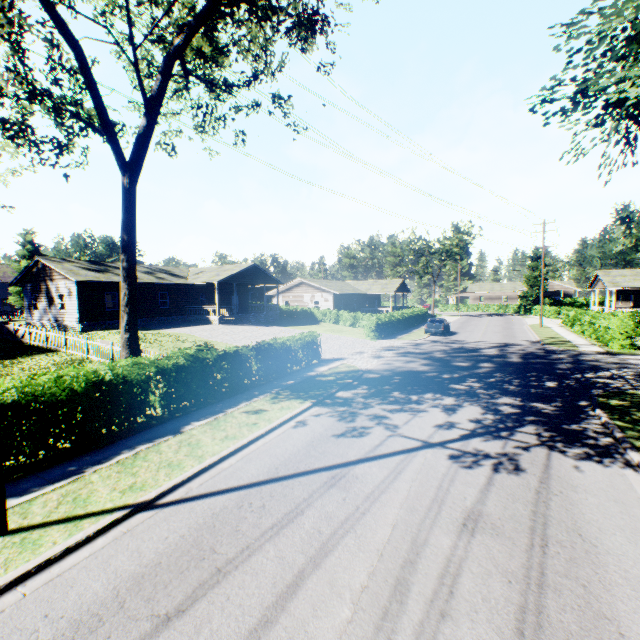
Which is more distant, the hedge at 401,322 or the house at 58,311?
the hedge at 401,322

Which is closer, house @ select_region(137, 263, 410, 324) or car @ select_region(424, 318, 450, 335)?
car @ select_region(424, 318, 450, 335)

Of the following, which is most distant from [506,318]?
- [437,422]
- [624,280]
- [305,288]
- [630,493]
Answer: [630,493]

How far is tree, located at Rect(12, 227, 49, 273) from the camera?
48.4 meters

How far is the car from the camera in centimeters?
3056cm

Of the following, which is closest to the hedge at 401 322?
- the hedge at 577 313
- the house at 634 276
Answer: the hedge at 577 313

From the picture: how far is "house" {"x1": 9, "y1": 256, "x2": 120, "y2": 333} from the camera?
26.0 meters
